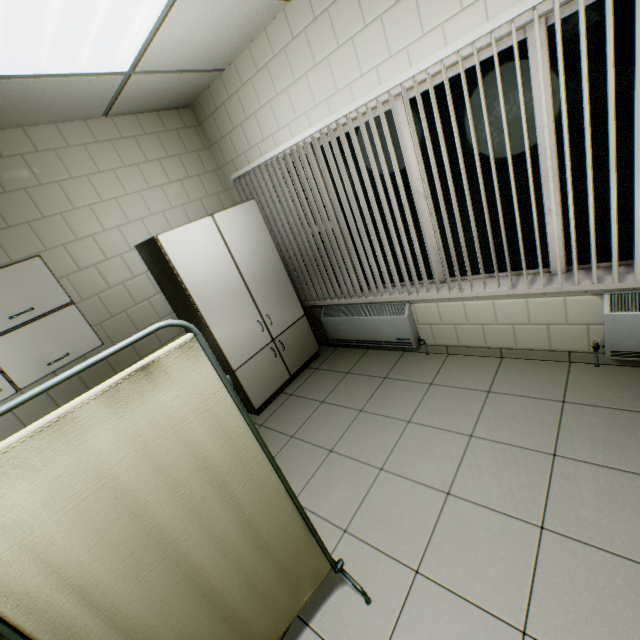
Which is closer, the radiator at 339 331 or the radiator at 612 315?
the radiator at 612 315

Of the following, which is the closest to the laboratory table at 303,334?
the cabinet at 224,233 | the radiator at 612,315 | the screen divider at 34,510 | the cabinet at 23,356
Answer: the cabinet at 224,233

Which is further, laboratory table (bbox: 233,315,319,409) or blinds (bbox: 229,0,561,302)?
laboratory table (bbox: 233,315,319,409)

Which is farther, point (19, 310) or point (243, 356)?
point (243, 356)

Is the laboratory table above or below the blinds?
below

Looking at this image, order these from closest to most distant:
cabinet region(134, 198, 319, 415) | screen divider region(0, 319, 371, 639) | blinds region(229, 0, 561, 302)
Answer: screen divider region(0, 319, 371, 639) < blinds region(229, 0, 561, 302) < cabinet region(134, 198, 319, 415)

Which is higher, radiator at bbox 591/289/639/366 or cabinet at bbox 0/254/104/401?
cabinet at bbox 0/254/104/401

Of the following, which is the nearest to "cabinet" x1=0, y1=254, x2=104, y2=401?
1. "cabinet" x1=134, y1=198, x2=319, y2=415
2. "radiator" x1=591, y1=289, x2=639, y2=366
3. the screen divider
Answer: "cabinet" x1=134, y1=198, x2=319, y2=415
